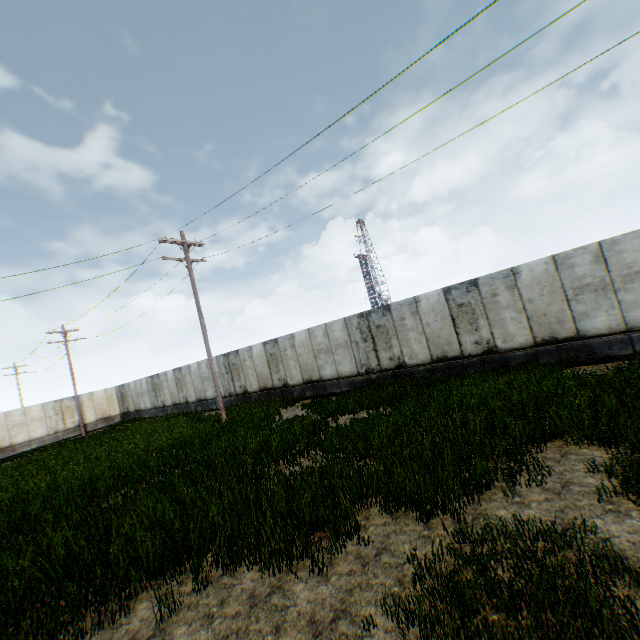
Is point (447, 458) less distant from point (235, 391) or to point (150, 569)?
point (150, 569)
